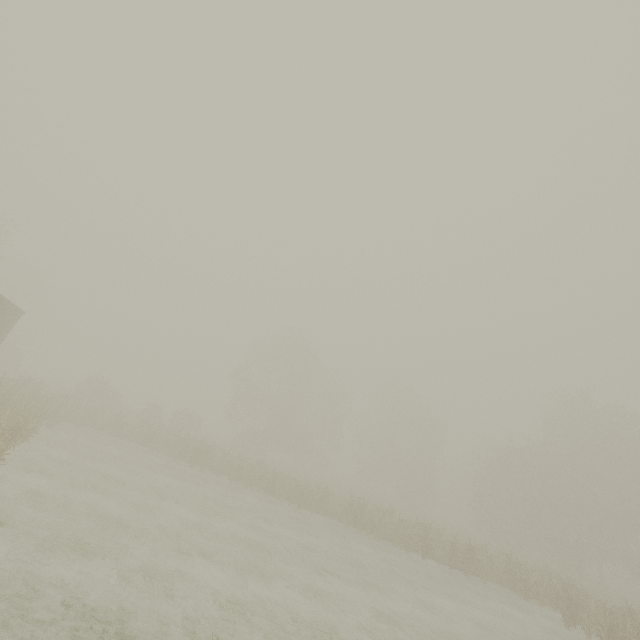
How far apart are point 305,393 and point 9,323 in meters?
35.4 m
